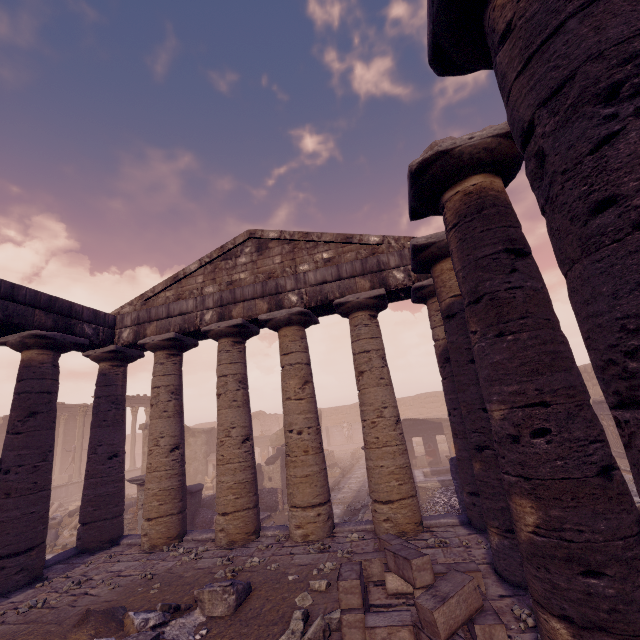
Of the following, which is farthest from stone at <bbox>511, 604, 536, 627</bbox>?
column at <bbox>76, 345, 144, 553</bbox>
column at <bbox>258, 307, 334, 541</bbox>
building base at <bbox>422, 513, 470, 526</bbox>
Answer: column at <bbox>76, 345, 144, 553</bbox>

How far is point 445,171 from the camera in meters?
3.9 m

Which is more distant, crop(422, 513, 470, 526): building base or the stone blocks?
crop(422, 513, 470, 526): building base

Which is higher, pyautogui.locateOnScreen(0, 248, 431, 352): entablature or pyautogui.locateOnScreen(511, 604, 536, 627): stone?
pyautogui.locateOnScreen(0, 248, 431, 352): entablature

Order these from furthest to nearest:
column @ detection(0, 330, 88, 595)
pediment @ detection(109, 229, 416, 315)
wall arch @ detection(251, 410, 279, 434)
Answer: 1. wall arch @ detection(251, 410, 279, 434)
2. pediment @ detection(109, 229, 416, 315)
3. column @ detection(0, 330, 88, 595)

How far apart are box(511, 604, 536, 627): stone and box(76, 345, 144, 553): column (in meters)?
9.63

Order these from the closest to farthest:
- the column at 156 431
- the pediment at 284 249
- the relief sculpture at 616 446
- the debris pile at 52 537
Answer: the column at 156 431, the pediment at 284 249, the debris pile at 52 537, the relief sculpture at 616 446

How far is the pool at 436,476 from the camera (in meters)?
14.93
